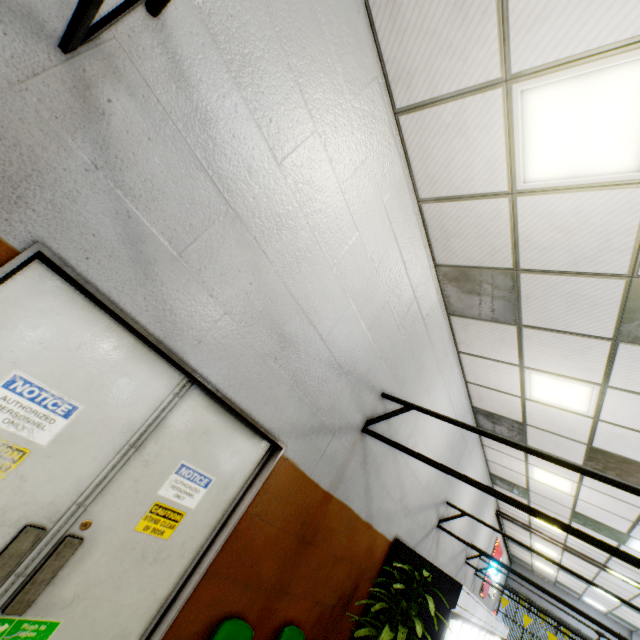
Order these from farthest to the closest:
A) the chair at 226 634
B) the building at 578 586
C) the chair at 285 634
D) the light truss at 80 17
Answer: the building at 578 586 < the chair at 285 634 < the chair at 226 634 < the light truss at 80 17

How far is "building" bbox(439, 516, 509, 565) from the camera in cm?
683

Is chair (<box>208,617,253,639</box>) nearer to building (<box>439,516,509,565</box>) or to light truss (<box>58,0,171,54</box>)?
building (<box>439,516,509,565</box>)

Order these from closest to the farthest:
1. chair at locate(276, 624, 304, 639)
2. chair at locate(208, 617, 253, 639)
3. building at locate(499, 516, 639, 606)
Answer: chair at locate(208, 617, 253, 639) < chair at locate(276, 624, 304, 639) < building at locate(499, 516, 639, 606)

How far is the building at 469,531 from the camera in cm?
683

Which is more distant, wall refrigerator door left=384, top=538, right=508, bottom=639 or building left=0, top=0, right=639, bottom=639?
wall refrigerator door left=384, top=538, right=508, bottom=639

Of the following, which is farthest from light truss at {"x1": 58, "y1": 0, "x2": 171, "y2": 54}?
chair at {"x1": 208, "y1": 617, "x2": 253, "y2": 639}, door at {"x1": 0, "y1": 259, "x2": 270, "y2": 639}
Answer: chair at {"x1": 208, "y1": 617, "x2": 253, "y2": 639}

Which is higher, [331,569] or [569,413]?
[569,413]
